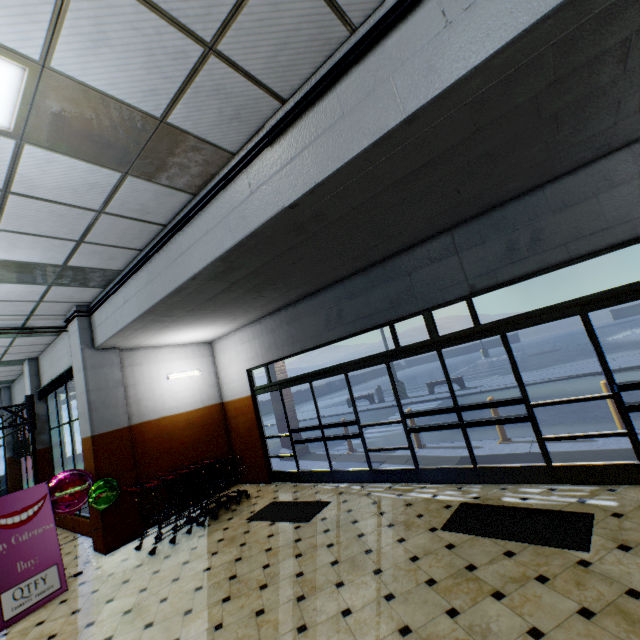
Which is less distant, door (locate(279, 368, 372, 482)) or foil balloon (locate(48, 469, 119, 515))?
foil balloon (locate(48, 469, 119, 515))

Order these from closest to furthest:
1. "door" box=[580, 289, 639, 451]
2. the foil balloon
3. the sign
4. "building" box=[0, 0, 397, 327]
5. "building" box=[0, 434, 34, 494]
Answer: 1. "building" box=[0, 0, 397, 327]
2. "door" box=[580, 289, 639, 451]
3. the sign
4. the foil balloon
5. "building" box=[0, 434, 34, 494]

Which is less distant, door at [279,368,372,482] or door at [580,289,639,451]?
door at [580,289,639,451]

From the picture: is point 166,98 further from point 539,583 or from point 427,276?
point 539,583

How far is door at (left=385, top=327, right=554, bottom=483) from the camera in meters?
4.7 m

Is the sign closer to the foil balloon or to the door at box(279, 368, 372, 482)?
the foil balloon

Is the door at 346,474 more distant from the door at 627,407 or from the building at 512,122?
the door at 627,407

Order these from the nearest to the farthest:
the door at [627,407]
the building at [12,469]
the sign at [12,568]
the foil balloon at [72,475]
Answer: the door at [627,407] → the sign at [12,568] → the foil balloon at [72,475] → the building at [12,469]
